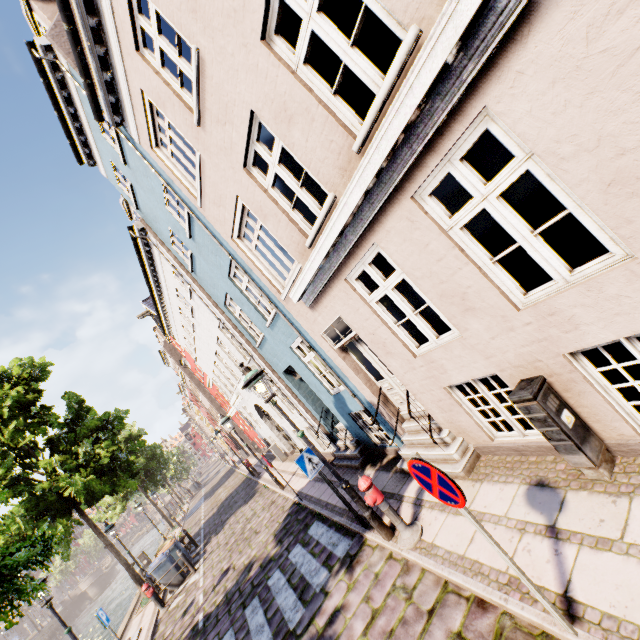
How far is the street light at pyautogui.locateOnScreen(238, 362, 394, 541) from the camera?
5.52m

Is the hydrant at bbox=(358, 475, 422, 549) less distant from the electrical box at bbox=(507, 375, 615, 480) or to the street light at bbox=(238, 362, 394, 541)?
the street light at bbox=(238, 362, 394, 541)

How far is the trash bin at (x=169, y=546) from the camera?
12.9 meters

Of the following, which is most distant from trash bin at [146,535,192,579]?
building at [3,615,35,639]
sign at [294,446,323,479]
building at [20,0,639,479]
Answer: building at [3,615,35,639]

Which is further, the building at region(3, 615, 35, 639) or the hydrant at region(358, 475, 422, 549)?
the building at region(3, 615, 35, 639)

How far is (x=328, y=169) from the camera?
4.30m

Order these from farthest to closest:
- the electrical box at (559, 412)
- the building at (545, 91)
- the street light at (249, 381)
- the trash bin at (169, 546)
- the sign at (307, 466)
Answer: the trash bin at (169, 546), the sign at (307, 466), the street light at (249, 381), the electrical box at (559, 412), the building at (545, 91)

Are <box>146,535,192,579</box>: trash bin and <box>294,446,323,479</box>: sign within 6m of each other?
no
